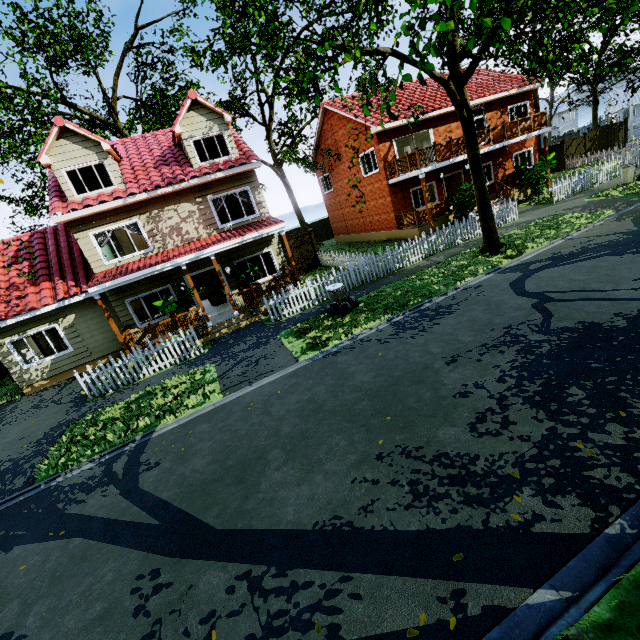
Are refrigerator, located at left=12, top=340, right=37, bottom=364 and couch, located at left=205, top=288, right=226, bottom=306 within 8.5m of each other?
yes

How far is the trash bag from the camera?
11.19m

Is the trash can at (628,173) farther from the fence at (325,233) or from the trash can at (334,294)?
the trash can at (334,294)

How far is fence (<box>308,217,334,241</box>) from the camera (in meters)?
33.53

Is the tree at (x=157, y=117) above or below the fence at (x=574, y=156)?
above

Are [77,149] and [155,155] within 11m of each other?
yes

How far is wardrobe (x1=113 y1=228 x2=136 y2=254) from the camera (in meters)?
17.28

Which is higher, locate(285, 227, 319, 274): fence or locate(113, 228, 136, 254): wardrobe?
locate(113, 228, 136, 254): wardrobe
